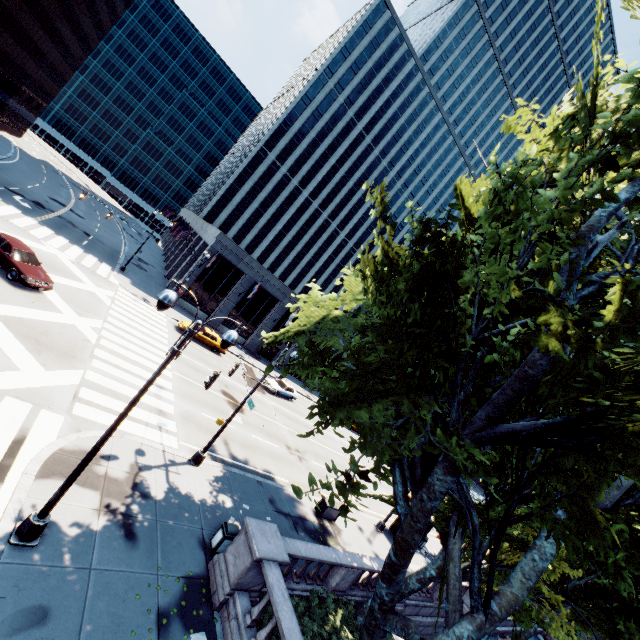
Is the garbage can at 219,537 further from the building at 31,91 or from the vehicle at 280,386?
the building at 31,91

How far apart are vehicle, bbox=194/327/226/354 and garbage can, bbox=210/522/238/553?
A: 21.2 meters

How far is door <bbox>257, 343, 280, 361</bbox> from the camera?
44.50m

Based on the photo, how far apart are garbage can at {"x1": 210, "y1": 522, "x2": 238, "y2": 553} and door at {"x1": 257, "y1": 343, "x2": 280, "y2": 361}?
32.7 meters

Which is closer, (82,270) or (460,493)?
(460,493)

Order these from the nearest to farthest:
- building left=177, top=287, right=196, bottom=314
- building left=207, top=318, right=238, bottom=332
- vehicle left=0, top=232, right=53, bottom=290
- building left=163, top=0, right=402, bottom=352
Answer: vehicle left=0, top=232, right=53, bottom=290 → building left=177, top=287, right=196, bottom=314 → building left=163, top=0, right=402, bottom=352 → building left=207, top=318, right=238, bottom=332

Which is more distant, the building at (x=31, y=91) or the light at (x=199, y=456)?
the building at (x=31, y=91)

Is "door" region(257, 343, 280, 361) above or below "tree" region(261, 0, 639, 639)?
below
